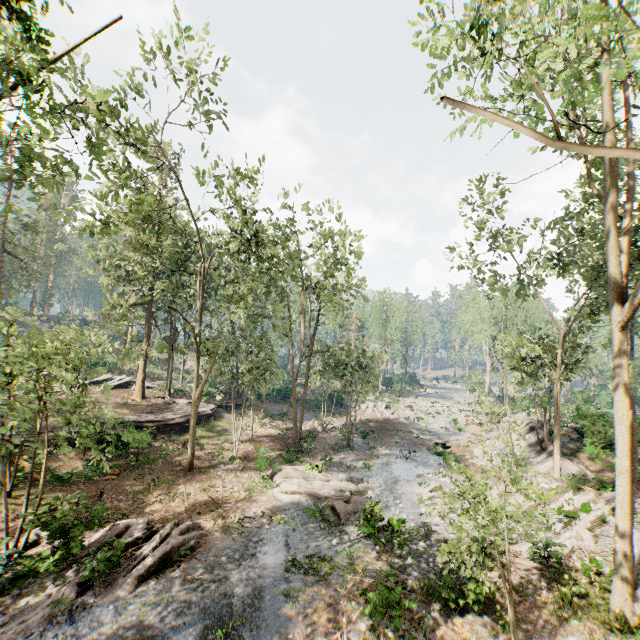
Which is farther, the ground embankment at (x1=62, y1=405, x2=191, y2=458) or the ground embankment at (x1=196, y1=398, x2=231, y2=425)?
the ground embankment at (x1=196, y1=398, x2=231, y2=425)

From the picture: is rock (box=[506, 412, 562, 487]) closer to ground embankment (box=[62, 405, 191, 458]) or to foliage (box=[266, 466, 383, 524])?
foliage (box=[266, 466, 383, 524])

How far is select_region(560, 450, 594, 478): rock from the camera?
19.5m

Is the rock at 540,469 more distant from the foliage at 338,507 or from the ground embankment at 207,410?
the ground embankment at 207,410

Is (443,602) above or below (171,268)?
below

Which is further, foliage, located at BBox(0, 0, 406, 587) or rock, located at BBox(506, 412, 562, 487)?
rock, located at BBox(506, 412, 562, 487)

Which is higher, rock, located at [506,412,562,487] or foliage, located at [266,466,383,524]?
rock, located at [506,412,562,487]

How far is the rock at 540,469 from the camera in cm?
2038
